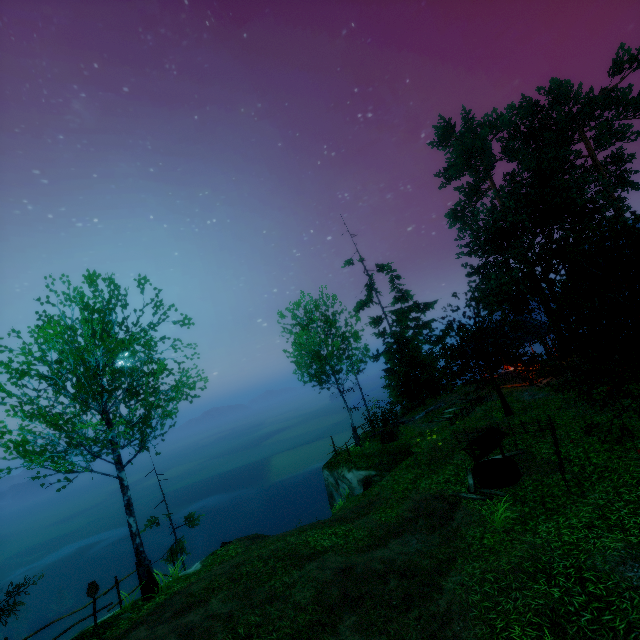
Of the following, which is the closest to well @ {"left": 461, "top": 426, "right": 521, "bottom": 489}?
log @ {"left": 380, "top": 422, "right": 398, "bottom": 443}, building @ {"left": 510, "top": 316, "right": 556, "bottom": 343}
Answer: log @ {"left": 380, "top": 422, "right": 398, "bottom": 443}

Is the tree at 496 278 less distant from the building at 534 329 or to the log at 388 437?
the building at 534 329

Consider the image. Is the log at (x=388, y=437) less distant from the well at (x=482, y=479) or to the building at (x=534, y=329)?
the well at (x=482, y=479)

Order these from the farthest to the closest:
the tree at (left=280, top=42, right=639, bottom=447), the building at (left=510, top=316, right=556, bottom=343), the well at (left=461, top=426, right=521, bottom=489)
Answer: the building at (left=510, top=316, right=556, bottom=343) < the well at (left=461, top=426, right=521, bottom=489) < the tree at (left=280, top=42, right=639, bottom=447)

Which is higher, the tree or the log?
the tree

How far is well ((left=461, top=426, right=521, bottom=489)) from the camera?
11.3 meters

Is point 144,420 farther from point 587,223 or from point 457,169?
point 457,169

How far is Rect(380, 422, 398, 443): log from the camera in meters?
19.5
